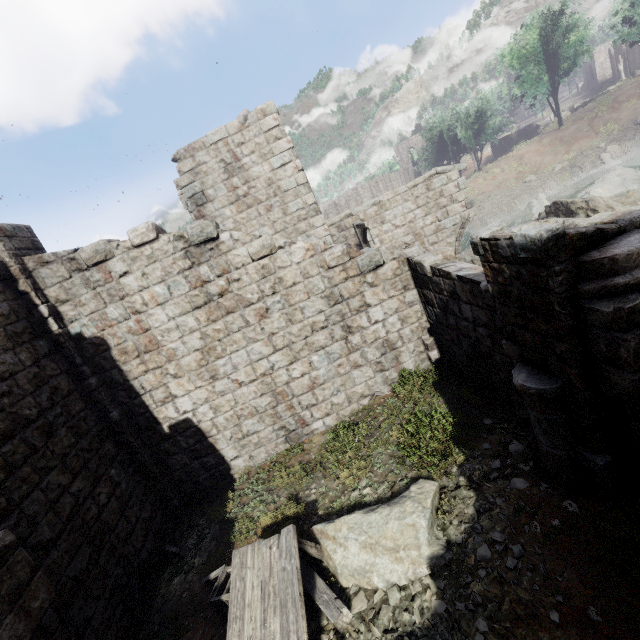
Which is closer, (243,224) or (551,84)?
(243,224)

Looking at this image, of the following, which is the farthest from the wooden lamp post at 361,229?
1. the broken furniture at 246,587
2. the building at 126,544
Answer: the broken furniture at 246,587

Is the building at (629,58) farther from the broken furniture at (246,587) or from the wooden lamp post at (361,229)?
the broken furniture at (246,587)

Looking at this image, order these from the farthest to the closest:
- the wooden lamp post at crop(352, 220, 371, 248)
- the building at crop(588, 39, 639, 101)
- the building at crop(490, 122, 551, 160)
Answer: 1. the building at crop(588, 39, 639, 101)
2. the building at crop(490, 122, 551, 160)
3. the wooden lamp post at crop(352, 220, 371, 248)

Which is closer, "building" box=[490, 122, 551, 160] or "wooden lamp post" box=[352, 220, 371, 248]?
"wooden lamp post" box=[352, 220, 371, 248]

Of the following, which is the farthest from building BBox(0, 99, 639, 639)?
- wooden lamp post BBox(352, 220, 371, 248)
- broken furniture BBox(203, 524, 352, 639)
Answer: broken furniture BBox(203, 524, 352, 639)

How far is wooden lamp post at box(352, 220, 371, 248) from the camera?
11.2m

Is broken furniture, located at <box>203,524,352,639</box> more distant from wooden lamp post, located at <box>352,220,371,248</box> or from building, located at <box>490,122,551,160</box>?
wooden lamp post, located at <box>352,220,371,248</box>
